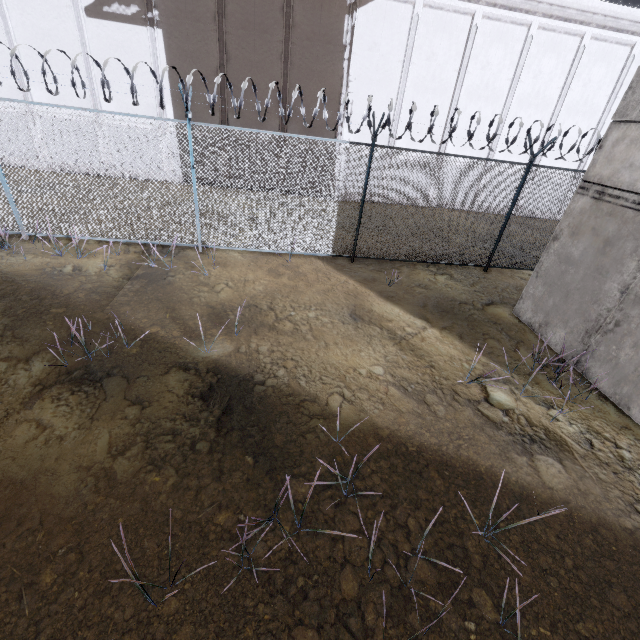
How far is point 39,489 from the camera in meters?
3.3
